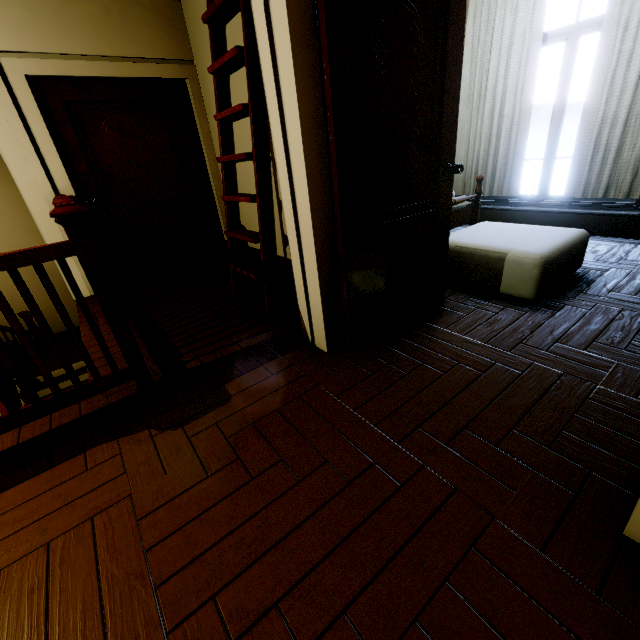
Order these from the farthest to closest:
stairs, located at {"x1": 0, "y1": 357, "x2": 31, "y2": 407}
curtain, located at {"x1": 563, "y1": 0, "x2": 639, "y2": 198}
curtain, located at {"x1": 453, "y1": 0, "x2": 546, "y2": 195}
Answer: stairs, located at {"x1": 0, "y1": 357, "x2": 31, "y2": 407} → curtain, located at {"x1": 453, "y1": 0, "x2": 546, "y2": 195} → curtain, located at {"x1": 563, "y1": 0, "x2": 639, "y2": 198}

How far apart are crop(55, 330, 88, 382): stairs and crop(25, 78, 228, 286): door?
2.2 meters

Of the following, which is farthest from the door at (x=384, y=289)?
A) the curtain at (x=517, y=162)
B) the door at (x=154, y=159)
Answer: the door at (x=154, y=159)

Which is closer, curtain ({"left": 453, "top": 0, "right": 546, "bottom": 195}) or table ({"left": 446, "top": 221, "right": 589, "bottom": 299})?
table ({"left": 446, "top": 221, "right": 589, "bottom": 299})

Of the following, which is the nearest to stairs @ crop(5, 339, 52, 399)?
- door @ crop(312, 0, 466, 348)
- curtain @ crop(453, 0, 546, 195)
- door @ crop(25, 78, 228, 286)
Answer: door @ crop(25, 78, 228, 286)

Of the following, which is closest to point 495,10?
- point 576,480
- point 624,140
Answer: point 624,140

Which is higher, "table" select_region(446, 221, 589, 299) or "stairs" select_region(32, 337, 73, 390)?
"table" select_region(446, 221, 589, 299)

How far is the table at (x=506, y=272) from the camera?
2.32m
